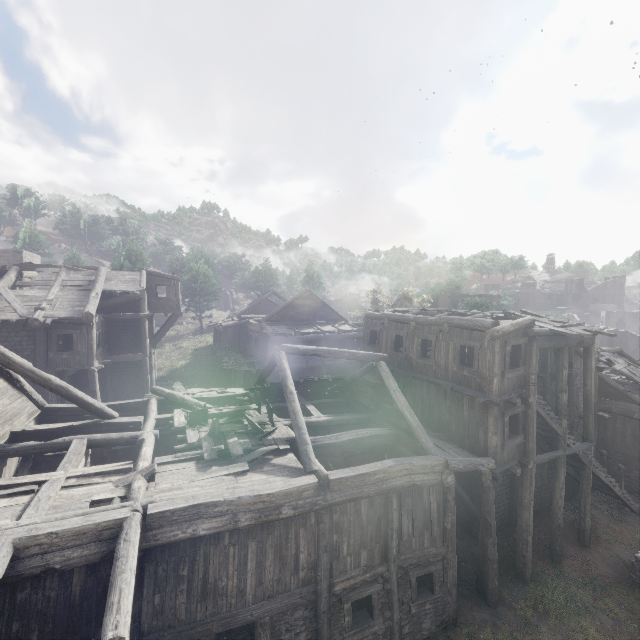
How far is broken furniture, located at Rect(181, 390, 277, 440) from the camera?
11.31m

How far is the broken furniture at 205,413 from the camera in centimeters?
1131cm

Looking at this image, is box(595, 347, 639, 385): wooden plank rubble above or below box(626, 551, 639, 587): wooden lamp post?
above

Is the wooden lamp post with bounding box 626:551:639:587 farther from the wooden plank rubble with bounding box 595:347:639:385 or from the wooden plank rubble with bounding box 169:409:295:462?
the wooden plank rubble with bounding box 169:409:295:462

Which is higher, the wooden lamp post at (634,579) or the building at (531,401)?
the building at (531,401)

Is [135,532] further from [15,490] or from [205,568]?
[15,490]

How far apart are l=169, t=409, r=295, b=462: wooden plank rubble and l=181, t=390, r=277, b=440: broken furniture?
0.0m

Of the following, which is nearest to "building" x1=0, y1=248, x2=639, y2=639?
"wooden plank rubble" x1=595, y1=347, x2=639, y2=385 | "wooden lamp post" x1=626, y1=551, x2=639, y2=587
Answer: "wooden plank rubble" x1=595, y1=347, x2=639, y2=385
